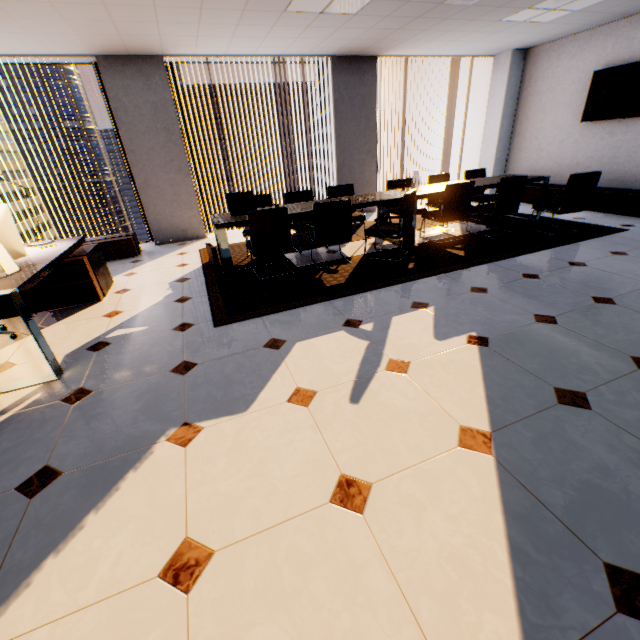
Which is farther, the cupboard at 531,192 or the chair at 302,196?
the cupboard at 531,192

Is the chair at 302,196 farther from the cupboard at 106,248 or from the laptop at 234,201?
the cupboard at 106,248

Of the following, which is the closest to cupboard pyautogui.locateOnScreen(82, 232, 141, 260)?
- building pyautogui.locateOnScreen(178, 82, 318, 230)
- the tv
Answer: the tv

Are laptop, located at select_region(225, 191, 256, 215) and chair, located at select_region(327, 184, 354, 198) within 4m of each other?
yes

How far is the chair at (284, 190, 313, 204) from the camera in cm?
518

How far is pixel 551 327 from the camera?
2.68m

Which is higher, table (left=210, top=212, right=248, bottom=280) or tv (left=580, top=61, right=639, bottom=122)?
tv (left=580, top=61, right=639, bottom=122)

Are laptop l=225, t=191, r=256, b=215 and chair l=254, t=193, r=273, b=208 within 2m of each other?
yes
